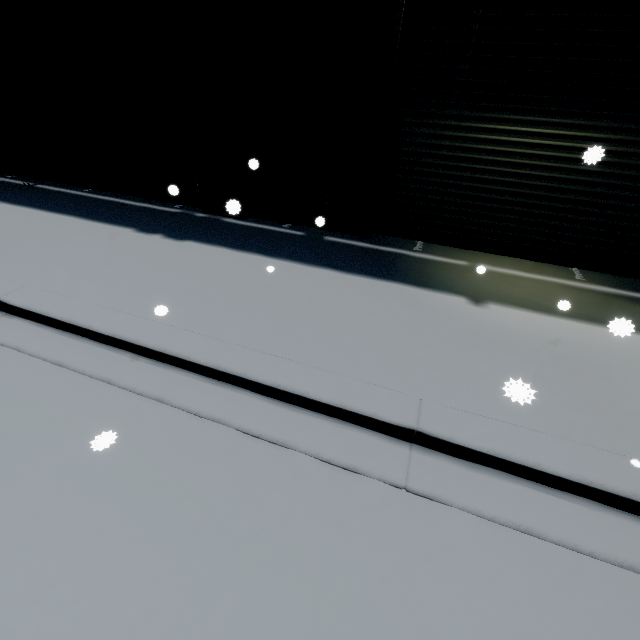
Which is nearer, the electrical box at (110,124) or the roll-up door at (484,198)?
the roll-up door at (484,198)

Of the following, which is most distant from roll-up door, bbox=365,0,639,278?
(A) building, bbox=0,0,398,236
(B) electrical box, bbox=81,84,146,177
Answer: (B) electrical box, bbox=81,84,146,177

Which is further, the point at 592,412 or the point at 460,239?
the point at 460,239

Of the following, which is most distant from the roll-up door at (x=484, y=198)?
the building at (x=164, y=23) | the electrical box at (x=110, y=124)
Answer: the electrical box at (x=110, y=124)

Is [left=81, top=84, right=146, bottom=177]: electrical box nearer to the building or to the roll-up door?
the building

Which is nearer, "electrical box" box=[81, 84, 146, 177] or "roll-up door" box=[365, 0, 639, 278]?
"roll-up door" box=[365, 0, 639, 278]

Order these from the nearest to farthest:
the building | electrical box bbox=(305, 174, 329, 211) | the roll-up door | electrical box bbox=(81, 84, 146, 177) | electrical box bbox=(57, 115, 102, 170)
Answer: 1. the roll-up door
2. the building
3. electrical box bbox=(305, 174, 329, 211)
4. electrical box bbox=(81, 84, 146, 177)
5. electrical box bbox=(57, 115, 102, 170)
